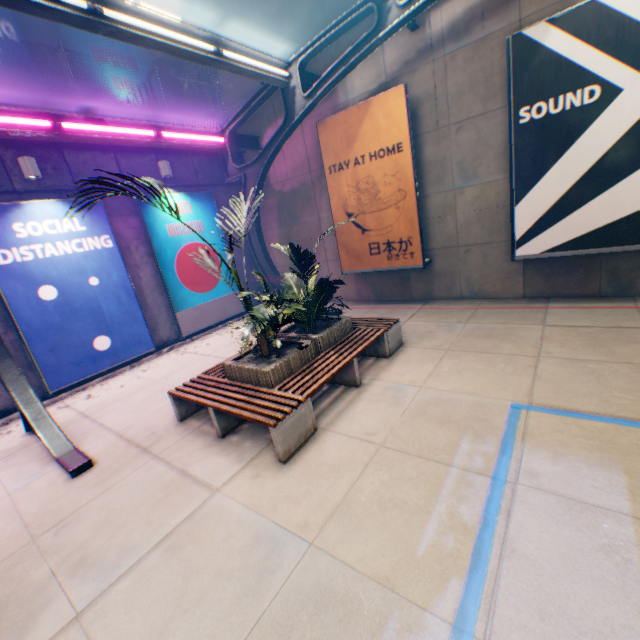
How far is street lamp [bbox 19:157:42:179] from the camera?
7.02m

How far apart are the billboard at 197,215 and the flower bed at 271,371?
5.1m

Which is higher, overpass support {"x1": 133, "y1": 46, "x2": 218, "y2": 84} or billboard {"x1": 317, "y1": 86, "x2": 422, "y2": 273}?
overpass support {"x1": 133, "y1": 46, "x2": 218, "y2": 84}

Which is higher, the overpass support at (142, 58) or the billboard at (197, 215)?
the overpass support at (142, 58)

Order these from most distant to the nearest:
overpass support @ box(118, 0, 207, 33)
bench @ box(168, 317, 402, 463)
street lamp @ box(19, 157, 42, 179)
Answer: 1. overpass support @ box(118, 0, 207, 33)
2. street lamp @ box(19, 157, 42, 179)
3. bench @ box(168, 317, 402, 463)

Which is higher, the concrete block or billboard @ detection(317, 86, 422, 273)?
the concrete block

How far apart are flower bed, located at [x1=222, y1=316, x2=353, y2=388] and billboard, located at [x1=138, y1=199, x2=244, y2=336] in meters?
5.1 m

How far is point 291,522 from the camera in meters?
3.3 m
